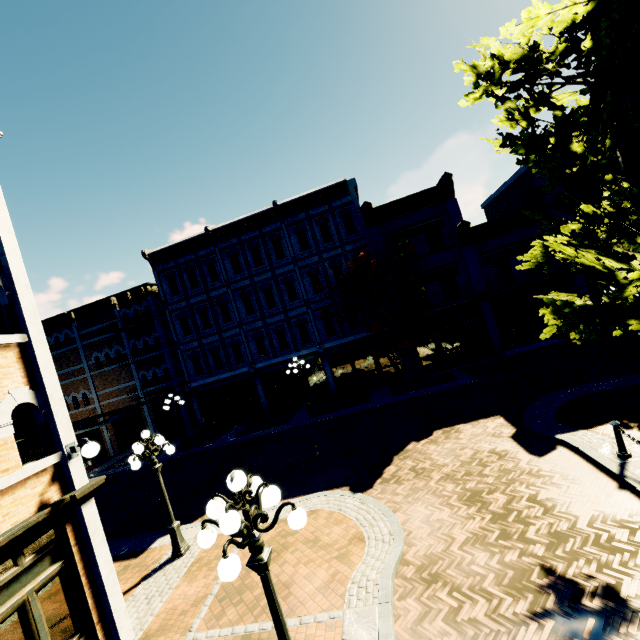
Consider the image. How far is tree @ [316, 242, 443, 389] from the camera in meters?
17.5 m

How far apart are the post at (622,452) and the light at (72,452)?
11.6 meters

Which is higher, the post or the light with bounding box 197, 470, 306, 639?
the light with bounding box 197, 470, 306, 639

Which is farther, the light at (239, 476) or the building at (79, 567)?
the building at (79, 567)

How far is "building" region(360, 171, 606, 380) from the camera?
18.8 meters

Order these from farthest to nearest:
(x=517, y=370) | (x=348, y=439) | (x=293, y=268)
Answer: (x=293, y=268) < (x=517, y=370) < (x=348, y=439)

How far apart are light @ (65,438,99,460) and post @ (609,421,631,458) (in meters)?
11.60

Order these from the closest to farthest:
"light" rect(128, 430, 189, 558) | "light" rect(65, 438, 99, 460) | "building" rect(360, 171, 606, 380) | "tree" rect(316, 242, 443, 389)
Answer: "light" rect(65, 438, 99, 460), "light" rect(128, 430, 189, 558), "tree" rect(316, 242, 443, 389), "building" rect(360, 171, 606, 380)
